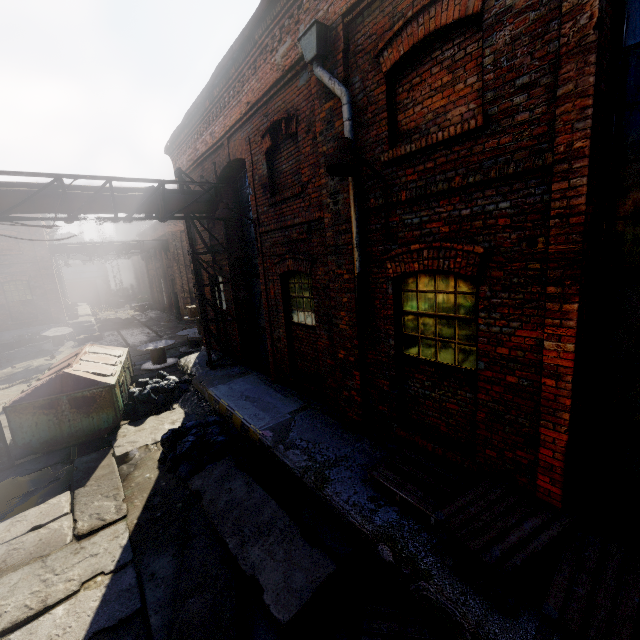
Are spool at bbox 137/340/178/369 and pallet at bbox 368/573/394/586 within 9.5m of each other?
no

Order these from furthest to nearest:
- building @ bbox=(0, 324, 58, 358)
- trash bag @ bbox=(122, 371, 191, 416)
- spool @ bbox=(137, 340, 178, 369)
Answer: building @ bbox=(0, 324, 58, 358) < spool @ bbox=(137, 340, 178, 369) < trash bag @ bbox=(122, 371, 191, 416)

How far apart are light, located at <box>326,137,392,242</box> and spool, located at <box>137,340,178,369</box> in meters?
12.2

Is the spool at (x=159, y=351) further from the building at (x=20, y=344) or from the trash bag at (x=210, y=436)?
the building at (x=20, y=344)

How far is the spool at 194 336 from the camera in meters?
14.8

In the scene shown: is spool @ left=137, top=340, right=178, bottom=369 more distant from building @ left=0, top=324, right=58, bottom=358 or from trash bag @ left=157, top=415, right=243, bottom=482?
building @ left=0, top=324, right=58, bottom=358

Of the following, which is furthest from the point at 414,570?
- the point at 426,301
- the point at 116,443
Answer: the point at 116,443

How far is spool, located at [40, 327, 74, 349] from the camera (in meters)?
18.89
